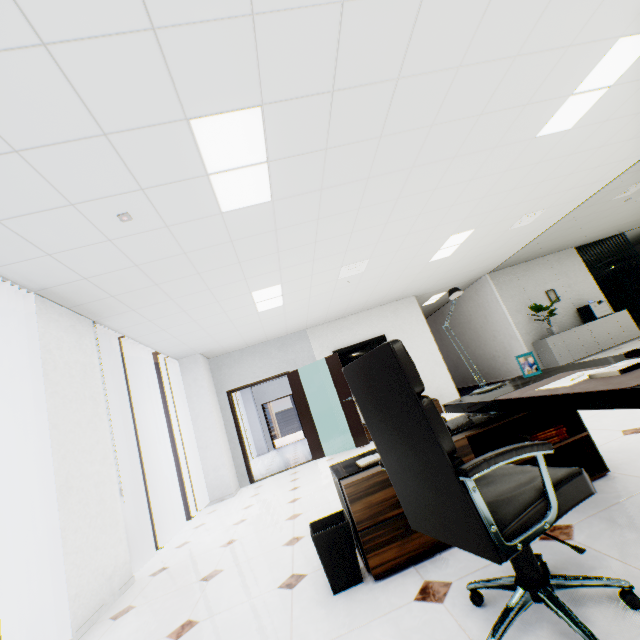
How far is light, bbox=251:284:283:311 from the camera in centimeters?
504cm

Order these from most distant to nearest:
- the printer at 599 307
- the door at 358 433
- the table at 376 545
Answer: the printer at 599 307 → the door at 358 433 → the table at 376 545

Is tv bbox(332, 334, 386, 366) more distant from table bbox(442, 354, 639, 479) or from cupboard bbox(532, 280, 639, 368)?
table bbox(442, 354, 639, 479)

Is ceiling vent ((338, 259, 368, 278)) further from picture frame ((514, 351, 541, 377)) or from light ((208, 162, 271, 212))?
picture frame ((514, 351, 541, 377))

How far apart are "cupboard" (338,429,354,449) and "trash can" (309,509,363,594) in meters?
5.0

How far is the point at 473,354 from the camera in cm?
1087

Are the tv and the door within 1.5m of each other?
yes

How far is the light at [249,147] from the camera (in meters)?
2.14
